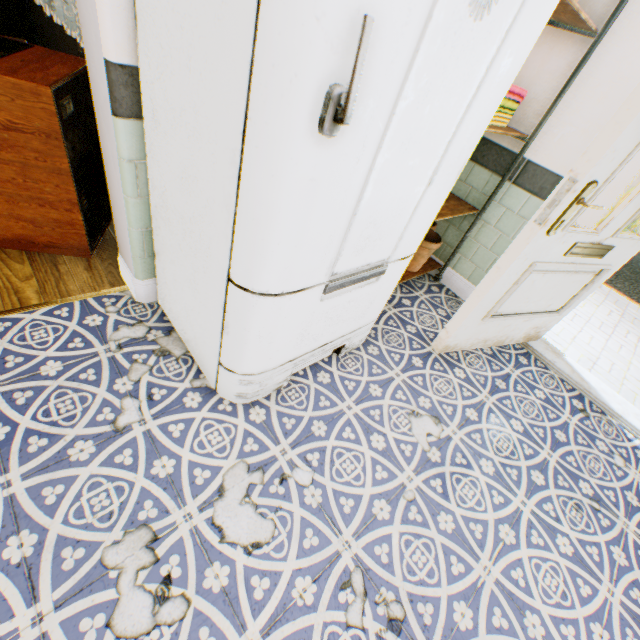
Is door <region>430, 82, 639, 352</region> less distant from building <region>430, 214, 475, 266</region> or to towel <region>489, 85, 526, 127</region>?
building <region>430, 214, 475, 266</region>

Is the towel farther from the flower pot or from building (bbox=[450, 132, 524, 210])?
the flower pot

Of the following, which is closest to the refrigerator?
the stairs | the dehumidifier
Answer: the dehumidifier

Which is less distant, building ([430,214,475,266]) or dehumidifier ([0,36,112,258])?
dehumidifier ([0,36,112,258])

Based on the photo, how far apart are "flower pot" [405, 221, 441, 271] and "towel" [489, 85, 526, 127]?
0.8m

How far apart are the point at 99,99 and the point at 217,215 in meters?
0.8 m

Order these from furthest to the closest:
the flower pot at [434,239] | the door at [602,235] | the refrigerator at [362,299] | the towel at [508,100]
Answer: the flower pot at [434,239] → the towel at [508,100] → the door at [602,235] → the refrigerator at [362,299]

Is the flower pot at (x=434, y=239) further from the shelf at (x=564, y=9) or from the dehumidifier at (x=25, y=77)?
the dehumidifier at (x=25, y=77)
